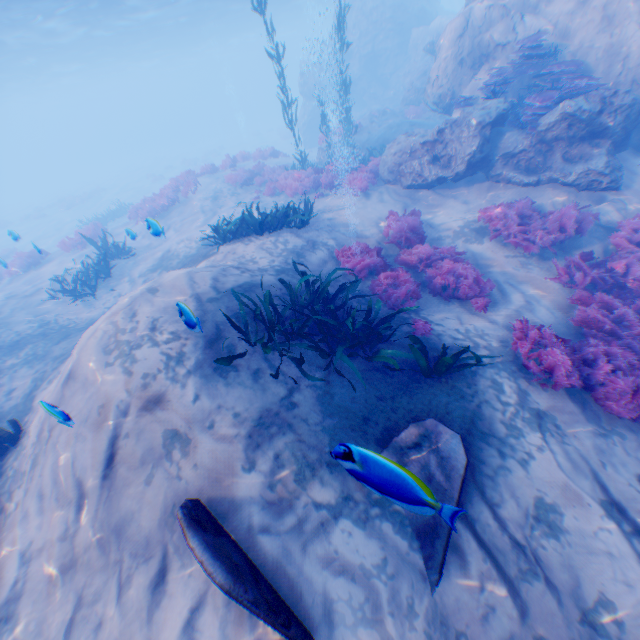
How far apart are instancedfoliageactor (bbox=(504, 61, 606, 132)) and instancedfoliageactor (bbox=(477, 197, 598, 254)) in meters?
2.4

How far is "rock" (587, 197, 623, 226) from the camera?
7.9 meters

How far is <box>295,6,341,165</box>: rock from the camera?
27.7 meters

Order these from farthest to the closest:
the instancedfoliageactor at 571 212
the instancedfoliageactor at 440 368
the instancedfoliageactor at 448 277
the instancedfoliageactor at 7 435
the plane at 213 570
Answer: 1. the instancedfoliageactor at 571 212
2. the instancedfoliageactor at 448 277
3. the instancedfoliageactor at 7 435
4. the instancedfoliageactor at 440 368
5. the plane at 213 570

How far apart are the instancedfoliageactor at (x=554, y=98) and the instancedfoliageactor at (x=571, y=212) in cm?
243

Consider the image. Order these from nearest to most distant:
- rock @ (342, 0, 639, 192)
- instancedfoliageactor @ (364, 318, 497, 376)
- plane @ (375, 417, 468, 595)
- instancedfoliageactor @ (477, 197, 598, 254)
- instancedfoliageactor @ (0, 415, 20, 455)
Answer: plane @ (375, 417, 468, 595) → instancedfoliageactor @ (364, 318, 497, 376) → instancedfoliageactor @ (0, 415, 20, 455) → instancedfoliageactor @ (477, 197, 598, 254) → rock @ (342, 0, 639, 192)

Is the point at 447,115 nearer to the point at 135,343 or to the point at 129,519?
the point at 135,343

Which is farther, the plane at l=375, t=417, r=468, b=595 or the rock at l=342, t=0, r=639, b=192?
the rock at l=342, t=0, r=639, b=192
